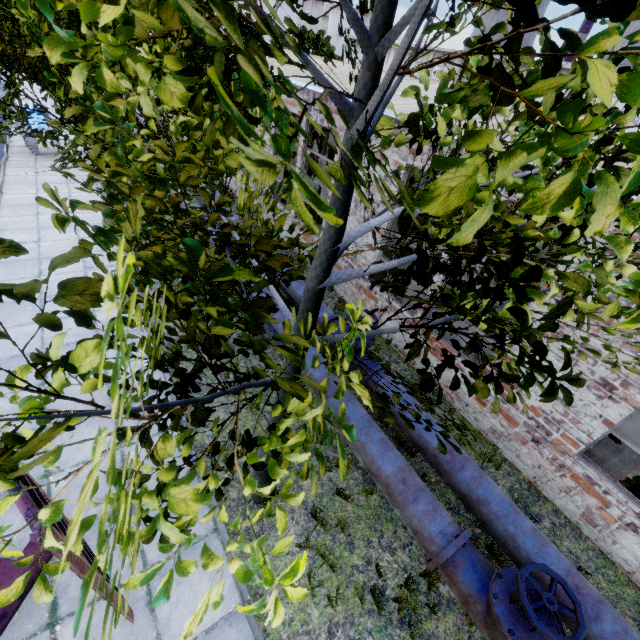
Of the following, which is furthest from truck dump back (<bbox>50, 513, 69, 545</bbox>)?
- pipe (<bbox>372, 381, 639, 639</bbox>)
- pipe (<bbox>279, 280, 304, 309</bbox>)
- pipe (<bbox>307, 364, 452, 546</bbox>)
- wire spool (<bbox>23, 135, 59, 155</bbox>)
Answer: wire spool (<bbox>23, 135, 59, 155</bbox>)

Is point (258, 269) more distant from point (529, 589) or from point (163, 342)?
point (529, 589)

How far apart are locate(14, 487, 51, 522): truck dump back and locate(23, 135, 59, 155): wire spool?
16.79m

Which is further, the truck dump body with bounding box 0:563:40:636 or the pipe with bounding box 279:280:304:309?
the pipe with bounding box 279:280:304:309

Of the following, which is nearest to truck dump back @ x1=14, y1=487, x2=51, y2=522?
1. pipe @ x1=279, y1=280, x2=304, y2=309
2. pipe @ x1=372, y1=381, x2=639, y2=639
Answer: pipe @ x1=372, y1=381, x2=639, y2=639

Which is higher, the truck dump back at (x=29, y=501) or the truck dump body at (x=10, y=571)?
the truck dump back at (x=29, y=501)

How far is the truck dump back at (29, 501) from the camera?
2.1 meters

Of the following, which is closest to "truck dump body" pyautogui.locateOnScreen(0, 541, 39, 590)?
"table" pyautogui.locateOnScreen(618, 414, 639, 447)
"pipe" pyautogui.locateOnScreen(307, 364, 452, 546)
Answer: "pipe" pyautogui.locateOnScreen(307, 364, 452, 546)
